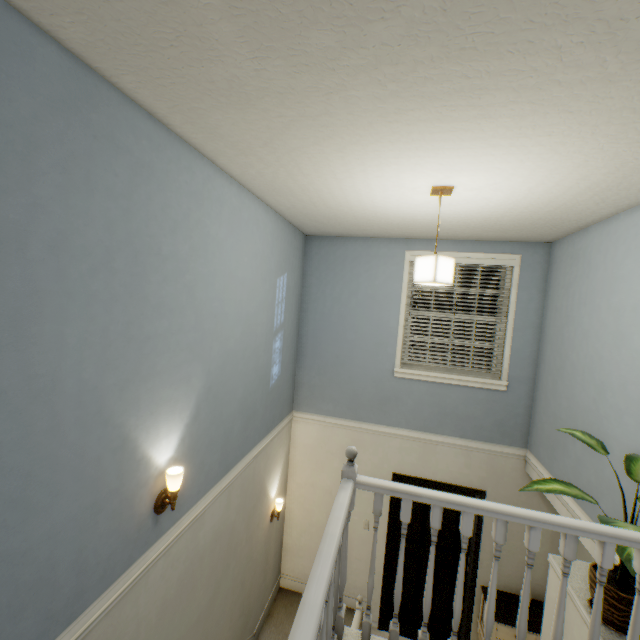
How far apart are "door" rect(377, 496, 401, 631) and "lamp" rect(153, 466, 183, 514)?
3.0 meters

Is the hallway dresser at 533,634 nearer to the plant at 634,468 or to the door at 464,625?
the door at 464,625

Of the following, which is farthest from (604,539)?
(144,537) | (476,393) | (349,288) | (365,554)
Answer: (365,554)

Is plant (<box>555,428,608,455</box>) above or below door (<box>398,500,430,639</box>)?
above

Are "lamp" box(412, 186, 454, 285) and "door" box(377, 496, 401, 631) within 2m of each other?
no

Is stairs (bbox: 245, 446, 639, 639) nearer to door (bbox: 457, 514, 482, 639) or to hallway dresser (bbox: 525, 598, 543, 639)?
door (bbox: 457, 514, 482, 639)

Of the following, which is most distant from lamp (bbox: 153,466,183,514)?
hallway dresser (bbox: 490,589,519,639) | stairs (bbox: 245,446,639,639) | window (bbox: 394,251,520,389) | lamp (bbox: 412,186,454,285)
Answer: hallway dresser (bbox: 490,589,519,639)

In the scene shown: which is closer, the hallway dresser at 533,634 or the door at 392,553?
the hallway dresser at 533,634
